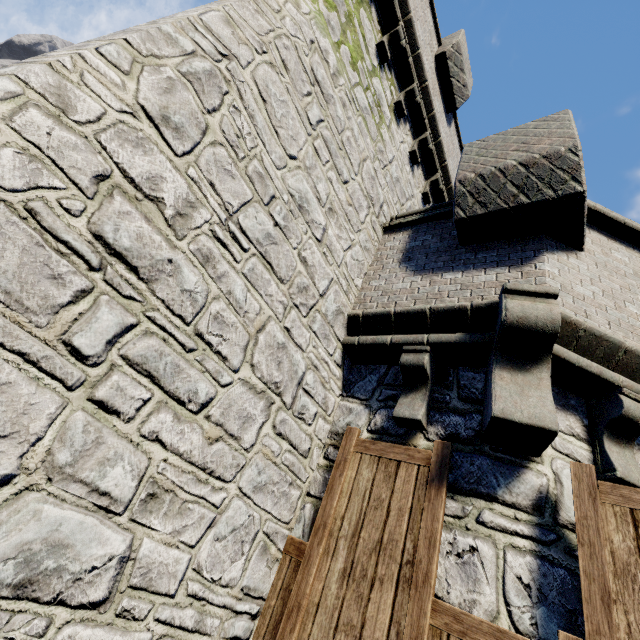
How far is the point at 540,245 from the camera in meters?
3.8 m
